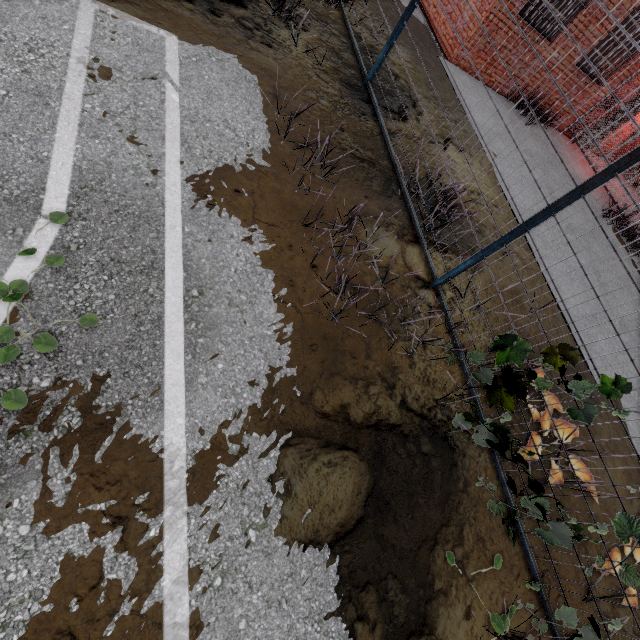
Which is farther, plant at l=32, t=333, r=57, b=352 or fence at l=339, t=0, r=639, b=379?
fence at l=339, t=0, r=639, b=379

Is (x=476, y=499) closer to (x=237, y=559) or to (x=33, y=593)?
(x=237, y=559)

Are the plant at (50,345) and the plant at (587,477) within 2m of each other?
no

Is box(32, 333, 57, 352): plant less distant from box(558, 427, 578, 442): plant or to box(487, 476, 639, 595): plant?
box(487, 476, 639, 595): plant

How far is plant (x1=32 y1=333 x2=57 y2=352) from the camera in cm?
185

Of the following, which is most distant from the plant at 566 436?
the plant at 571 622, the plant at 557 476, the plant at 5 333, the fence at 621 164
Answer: the plant at 5 333

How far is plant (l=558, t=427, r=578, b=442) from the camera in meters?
3.8 m

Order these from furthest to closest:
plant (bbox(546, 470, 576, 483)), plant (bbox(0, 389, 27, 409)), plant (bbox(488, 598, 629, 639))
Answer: plant (bbox(546, 470, 576, 483)), plant (bbox(488, 598, 629, 639)), plant (bbox(0, 389, 27, 409))
